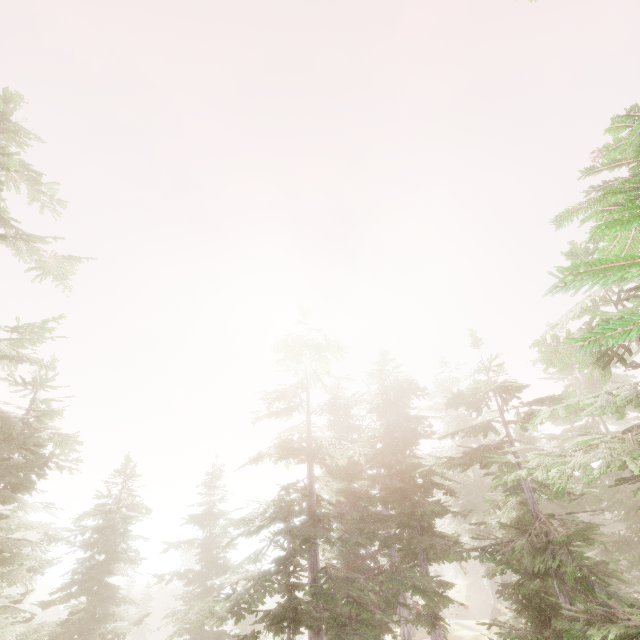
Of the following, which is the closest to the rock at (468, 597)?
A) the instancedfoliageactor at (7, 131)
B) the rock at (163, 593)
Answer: the instancedfoliageactor at (7, 131)

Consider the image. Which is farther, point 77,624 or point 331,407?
point 331,407

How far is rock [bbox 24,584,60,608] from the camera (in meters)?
47.25

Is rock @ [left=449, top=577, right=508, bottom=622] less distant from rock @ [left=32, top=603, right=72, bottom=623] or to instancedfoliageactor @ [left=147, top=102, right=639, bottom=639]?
instancedfoliageactor @ [left=147, top=102, right=639, bottom=639]

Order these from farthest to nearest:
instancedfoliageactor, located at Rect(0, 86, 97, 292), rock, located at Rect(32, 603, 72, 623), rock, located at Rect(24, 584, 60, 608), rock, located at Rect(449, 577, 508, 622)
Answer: rock, located at Rect(24, 584, 60, 608) < rock, located at Rect(32, 603, 72, 623) < rock, located at Rect(449, 577, 508, 622) < instancedfoliageactor, located at Rect(0, 86, 97, 292)

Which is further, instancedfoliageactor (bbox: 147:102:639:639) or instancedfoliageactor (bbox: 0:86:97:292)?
instancedfoliageactor (bbox: 0:86:97:292)

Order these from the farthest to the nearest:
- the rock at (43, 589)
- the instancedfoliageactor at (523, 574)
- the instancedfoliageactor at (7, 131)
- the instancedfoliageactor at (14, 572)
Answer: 1. the rock at (43, 589)
2. the instancedfoliageactor at (7, 131)
3. the instancedfoliageactor at (14, 572)
4. the instancedfoliageactor at (523, 574)
